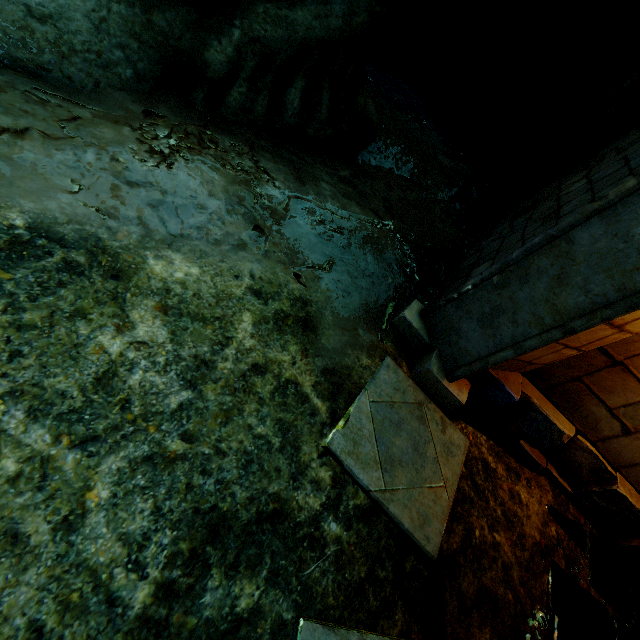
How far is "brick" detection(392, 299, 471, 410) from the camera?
2.9m

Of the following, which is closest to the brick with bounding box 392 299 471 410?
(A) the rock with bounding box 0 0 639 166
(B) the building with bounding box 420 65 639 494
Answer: (B) the building with bounding box 420 65 639 494

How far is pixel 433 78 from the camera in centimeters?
839cm

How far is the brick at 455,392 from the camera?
2.88m

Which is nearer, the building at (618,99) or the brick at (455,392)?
the building at (618,99)

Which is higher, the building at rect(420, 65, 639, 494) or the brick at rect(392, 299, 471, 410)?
the building at rect(420, 65, 639, 494)

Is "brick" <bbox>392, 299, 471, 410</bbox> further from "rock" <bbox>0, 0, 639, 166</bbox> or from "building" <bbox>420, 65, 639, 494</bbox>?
"rock" <bbox>0, 0, 639, 166</bbox>
